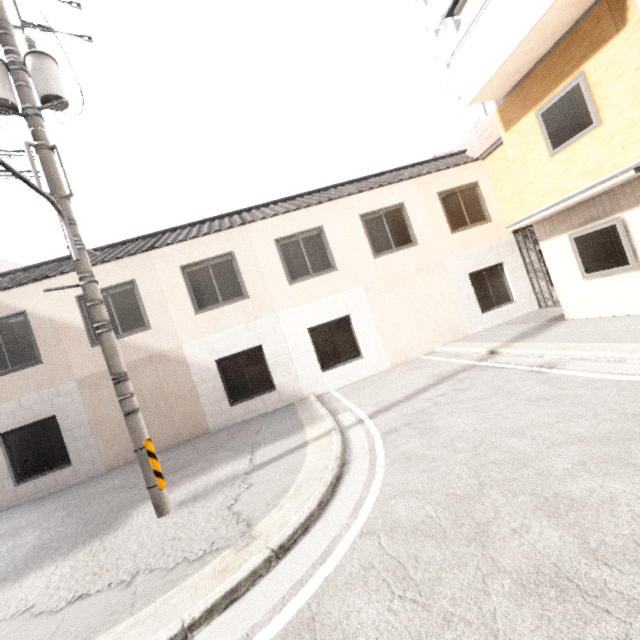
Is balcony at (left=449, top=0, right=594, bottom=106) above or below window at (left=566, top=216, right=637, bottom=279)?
above

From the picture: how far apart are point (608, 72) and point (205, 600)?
10.3 meters

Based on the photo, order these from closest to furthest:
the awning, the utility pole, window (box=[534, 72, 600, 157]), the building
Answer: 1. the utility pole
2. the awning
3. window (box=[534, 72, 600, 157])
4. the building

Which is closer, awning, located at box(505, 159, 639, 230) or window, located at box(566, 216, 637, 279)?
awning, located at box(505, 159, 639, 230)

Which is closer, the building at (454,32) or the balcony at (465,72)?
the balcony at (465,72)

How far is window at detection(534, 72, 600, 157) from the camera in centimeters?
661cm

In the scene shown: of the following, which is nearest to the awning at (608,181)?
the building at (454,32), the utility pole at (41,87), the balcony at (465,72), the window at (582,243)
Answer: the window at (582,243)

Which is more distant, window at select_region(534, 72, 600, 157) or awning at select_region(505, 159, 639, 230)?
window at select_region(534, 72, 600, 157)
